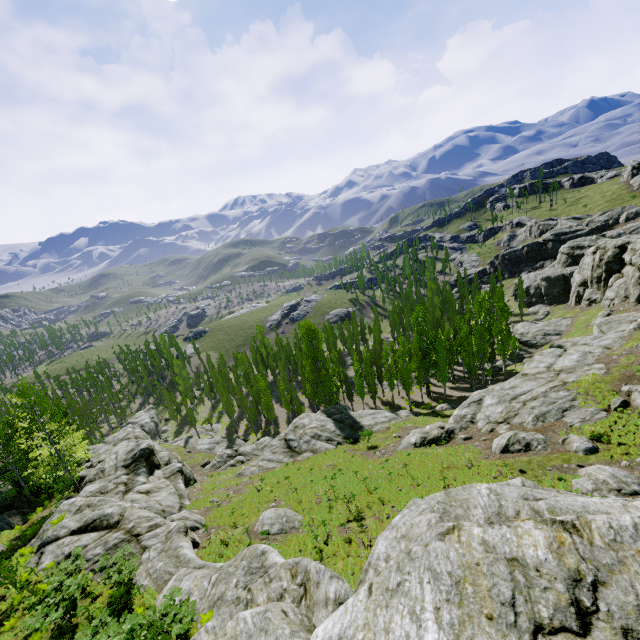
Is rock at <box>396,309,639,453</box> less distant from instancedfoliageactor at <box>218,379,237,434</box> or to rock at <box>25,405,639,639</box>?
rock at <box>25,405,639,639</box>

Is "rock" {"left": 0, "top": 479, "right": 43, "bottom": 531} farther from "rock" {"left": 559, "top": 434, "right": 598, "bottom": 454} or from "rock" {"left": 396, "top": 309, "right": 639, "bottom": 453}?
"rock" {"left": 559, "top": 434, "right": 598, "bottom": 454}

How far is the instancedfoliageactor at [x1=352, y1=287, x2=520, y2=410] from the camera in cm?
3950

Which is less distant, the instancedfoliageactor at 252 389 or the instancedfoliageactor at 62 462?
the instancedfoliageactor at 62 462

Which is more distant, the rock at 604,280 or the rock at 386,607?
the rock at 604,280

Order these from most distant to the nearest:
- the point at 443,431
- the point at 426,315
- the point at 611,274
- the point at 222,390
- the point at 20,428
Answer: the point at 222,390, the point at 611,274, the point at 426,315, the point at 20,428, the point at 443,431

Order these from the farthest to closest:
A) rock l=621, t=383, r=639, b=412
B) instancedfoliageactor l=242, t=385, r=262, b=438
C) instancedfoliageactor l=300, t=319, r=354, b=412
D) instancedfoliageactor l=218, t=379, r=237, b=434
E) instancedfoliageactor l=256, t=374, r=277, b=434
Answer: instancedfoliageactor l=218, t=379, r=237, b=434
instancedfoliageactor l=242, t=385, r=262, b=438
instancedfoliageactor l=256, t=374, r=277, b=434
instancedfoliageactor l=300, t=319, r=354, b=412
rock l=621, t=383, r=639, b=412
